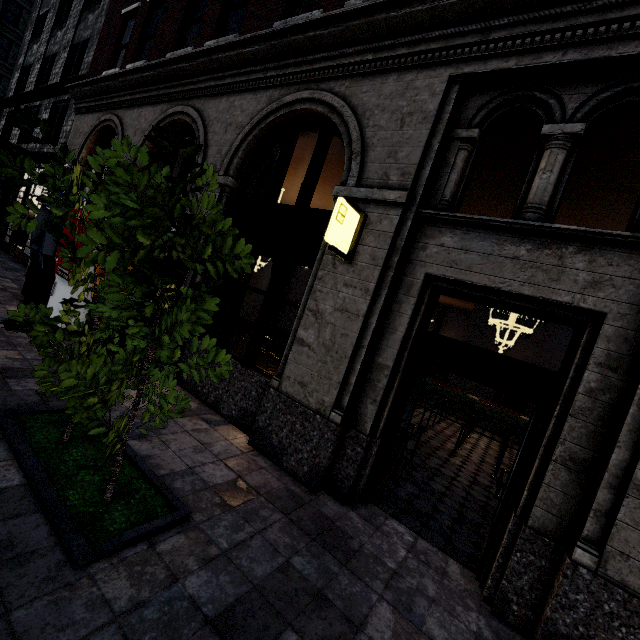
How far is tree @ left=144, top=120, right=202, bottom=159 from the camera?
1.8m

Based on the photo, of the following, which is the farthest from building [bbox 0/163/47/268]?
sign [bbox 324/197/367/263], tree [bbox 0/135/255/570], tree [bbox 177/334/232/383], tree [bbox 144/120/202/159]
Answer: tree [bbox 144/120/202/159]

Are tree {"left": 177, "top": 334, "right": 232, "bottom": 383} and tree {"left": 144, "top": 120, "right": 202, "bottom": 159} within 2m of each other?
yes

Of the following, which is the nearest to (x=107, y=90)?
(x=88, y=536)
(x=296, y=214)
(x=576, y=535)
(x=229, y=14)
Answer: (x=229, y=14)

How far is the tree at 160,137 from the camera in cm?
183

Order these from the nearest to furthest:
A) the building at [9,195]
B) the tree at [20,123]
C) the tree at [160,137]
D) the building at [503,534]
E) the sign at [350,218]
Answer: the tree at [160,137] < the tree at [20,123] < the building at [503,534] < the sign at [350,218] < the building at [9,195]

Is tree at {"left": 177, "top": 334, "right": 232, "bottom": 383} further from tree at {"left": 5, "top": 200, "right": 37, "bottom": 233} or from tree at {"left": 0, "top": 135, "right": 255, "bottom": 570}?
tree at {"left": 5, "top": 200, "right": 37, "bottom": 233}

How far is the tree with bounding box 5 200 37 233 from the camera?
2.98m
